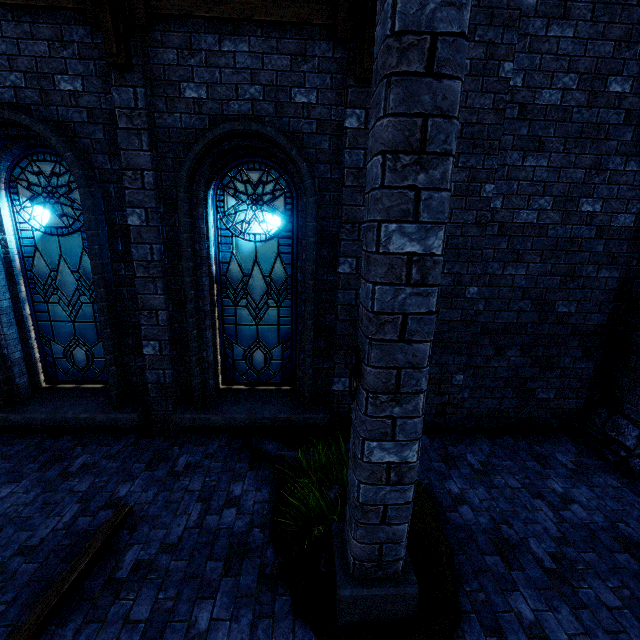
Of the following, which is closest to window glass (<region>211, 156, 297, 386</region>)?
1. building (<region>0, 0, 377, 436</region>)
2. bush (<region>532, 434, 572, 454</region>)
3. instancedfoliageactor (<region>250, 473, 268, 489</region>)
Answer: building (<region>0, 0, 377, 436</region>)

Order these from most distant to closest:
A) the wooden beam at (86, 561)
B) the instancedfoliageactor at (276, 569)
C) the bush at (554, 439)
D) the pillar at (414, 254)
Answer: the bush at (554, 439)
the instancedfoliageactor at (276, 569)
the wooden beam at (86, 561)
the pillar at (414, 254)

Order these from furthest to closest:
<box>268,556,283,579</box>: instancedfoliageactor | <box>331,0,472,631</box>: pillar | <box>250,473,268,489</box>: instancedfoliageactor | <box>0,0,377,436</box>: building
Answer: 1. <box>250,473,268,489</box>: instancedfoliageactor
2. <box>0,0,377,436</box>: building
3. <box>268,556,283,579</box>: instancedfoliageactor
4. <box>331,0,472,631</box>: pillar

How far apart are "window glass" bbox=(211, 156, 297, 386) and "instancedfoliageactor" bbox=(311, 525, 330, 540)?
2.72m

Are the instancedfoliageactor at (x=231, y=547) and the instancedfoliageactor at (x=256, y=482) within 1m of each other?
yes

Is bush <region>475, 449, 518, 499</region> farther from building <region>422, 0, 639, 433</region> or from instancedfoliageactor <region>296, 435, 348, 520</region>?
instancedfoliageactor <region>296, 435, 348, 520</region>

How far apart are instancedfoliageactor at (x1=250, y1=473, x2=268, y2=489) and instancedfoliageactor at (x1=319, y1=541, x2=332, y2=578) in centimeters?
126cm

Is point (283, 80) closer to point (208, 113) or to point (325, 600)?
point (208, 113)
